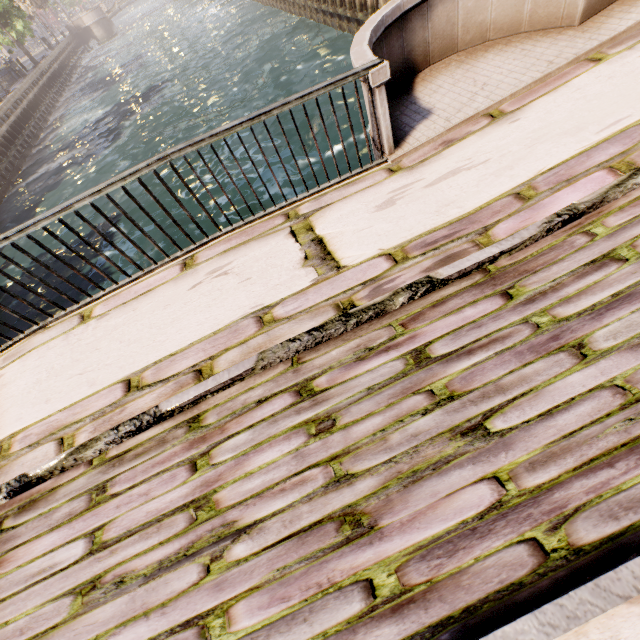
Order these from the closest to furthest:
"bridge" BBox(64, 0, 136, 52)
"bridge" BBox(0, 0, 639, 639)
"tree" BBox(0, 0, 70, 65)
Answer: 1. "bridge" BBox(0, 0, 639, 639)
2. "tree" BBox(0, 0, 70, 65)
3. "bridge" BBox(64, 0, 136, 52)

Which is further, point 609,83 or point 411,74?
point 411,74

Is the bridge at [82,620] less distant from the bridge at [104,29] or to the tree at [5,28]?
the tree at [5,28]

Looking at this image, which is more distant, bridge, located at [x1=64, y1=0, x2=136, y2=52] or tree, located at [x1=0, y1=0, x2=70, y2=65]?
bridge, located at [x1=64, y1=0, x2=136, y2=52]

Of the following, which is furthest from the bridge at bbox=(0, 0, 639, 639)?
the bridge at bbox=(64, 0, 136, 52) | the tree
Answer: the bridge at bbox=(64, 0, 136, 52)

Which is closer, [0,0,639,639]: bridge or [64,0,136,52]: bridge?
[0,0,639,639]: bridge
